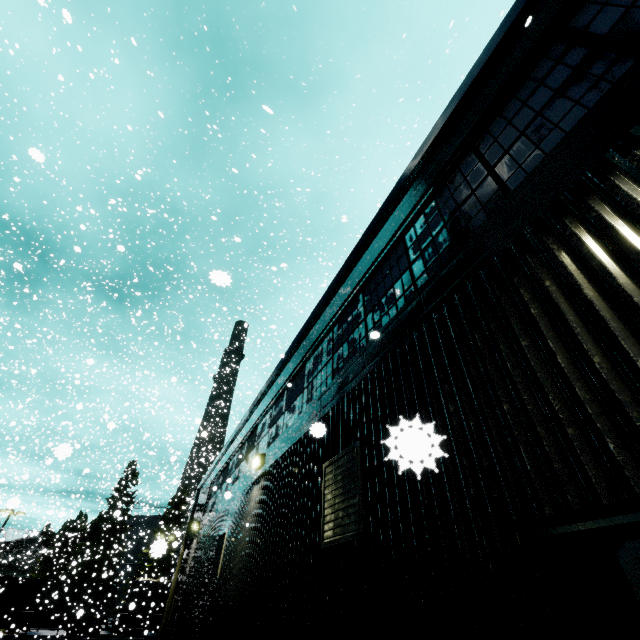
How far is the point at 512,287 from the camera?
2.6 meters

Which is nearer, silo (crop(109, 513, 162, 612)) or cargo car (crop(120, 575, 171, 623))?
cargo car (crop(120, 575, 171, 623))

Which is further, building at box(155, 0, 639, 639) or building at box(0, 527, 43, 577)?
building at box(0, 527, 43, 577)

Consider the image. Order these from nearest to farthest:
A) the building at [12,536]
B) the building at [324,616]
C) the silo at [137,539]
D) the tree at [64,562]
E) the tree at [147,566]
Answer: the building at [324,616], the tree at [147,566], the building at [12,536], the tree at [64,562], the silo at [137,539]

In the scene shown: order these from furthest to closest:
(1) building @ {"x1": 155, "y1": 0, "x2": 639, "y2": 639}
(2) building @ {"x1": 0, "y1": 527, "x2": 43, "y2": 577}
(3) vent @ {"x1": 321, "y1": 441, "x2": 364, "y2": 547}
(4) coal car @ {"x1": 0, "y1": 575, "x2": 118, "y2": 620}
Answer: (2) building @ {"x1": 0, "y1": 527, "x2": 43, "y2": 577}, (4) coal car @ {"x1": 0, "y1": 575, "x2": 118, "y2": 620}, (3) vent @ {"x1": 321, "y1": 441, "x2": 364, "y2": 547}, (1) building @ {"x1": 155, "y1": 0, "x2": 639, "y2": 639}

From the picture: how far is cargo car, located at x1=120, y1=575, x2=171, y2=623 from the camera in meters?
34.1 m

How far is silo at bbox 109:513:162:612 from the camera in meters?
43.3

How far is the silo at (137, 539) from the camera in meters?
43.3
